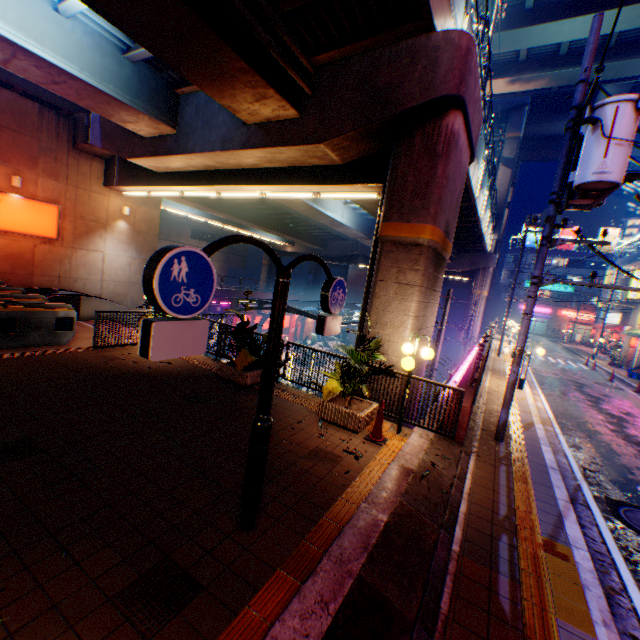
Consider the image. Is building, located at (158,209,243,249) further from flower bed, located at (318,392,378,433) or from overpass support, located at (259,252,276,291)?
flower bed, located at (318,392,378,433)

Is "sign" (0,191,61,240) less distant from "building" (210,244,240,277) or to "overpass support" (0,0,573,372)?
"overpass support" (0,0,573,372)

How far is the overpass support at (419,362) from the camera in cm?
915

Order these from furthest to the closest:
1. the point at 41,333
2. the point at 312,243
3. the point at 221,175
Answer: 1. the point at 312,243
2. the point at 221,175
3. the point at 41,333

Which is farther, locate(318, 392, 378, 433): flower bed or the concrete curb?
locate(318, 392, 378, 433): flower bed

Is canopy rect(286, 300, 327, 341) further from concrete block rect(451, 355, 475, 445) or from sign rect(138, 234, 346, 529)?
sign rect(138, 234, 346, 529)

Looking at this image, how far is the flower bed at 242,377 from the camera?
8.55m

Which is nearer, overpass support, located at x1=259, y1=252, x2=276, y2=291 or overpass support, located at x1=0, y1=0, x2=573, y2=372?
overpass support, located at x1=0, y1=0, x2=573, y2=372
